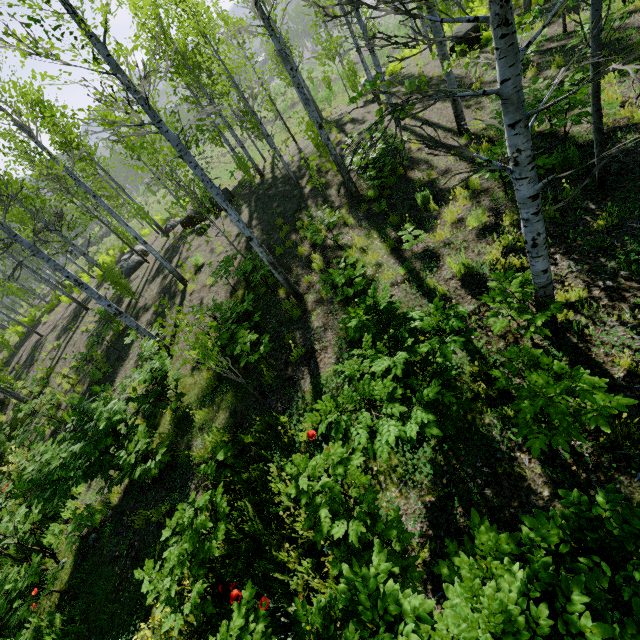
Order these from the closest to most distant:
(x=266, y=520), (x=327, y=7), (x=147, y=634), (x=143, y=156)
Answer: (x=327, y=7)
(x=147, y=634)
(x=266, y=520)
(x=143, y=156)

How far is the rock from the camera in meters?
12.6 m

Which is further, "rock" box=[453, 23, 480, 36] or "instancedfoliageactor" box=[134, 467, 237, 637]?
"rock" box=[453, 23, 480, 36]

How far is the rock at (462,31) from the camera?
12.6 meters

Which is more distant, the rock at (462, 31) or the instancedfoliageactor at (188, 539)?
the rock at (462, 31)
